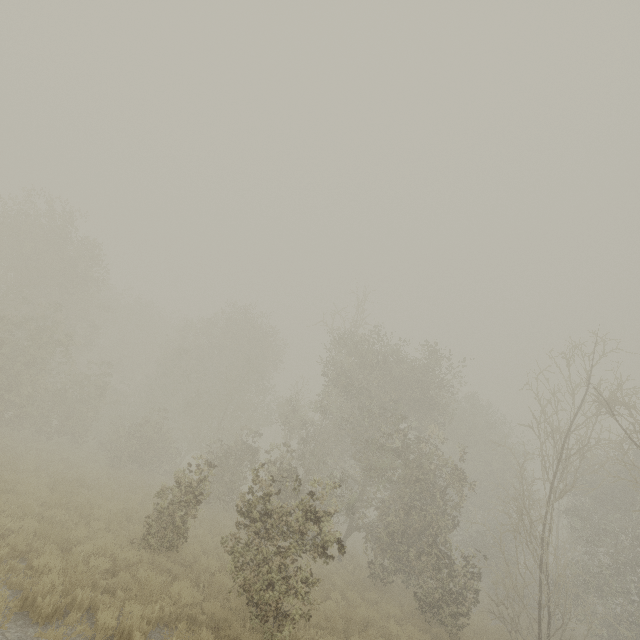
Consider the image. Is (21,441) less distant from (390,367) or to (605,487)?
(390,367)
